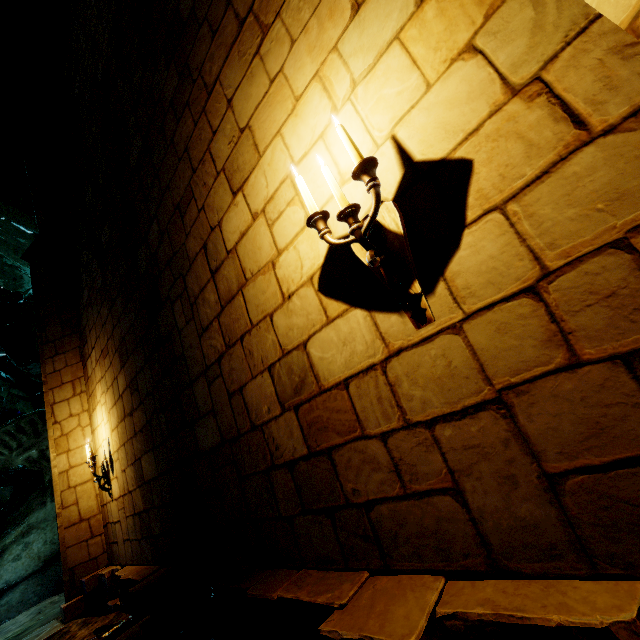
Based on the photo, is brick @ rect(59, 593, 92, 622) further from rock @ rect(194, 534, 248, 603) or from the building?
rock @ rect(194, 534, 248, 603)

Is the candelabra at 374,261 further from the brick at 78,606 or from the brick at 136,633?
the brick at 78,606

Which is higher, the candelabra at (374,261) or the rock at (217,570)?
the candelabra at (374,261)

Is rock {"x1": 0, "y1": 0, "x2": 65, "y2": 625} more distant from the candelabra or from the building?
the candelabra

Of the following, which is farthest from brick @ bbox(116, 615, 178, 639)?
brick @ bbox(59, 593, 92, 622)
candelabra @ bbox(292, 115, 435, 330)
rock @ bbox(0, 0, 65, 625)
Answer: candelabra @ bbox(292, 115, 435, 330)

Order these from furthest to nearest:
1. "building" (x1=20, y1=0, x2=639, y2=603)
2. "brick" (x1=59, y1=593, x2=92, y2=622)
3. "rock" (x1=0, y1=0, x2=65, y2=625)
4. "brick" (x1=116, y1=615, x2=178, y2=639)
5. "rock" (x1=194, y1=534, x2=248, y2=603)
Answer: "rock" (x1=0, y1=0, x2=65, y2=625) → "brick" (x1=59, y1=593, x2=92, y2=622) → "brick" (x1=116, y1=615, x2=178, y2=639) → "rock" (x1=194, y1=534, x2=248, y2=603) → "building" (x1=20, y1=0, x2=639, y2=603)

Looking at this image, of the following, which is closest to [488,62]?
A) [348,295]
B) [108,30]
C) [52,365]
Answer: [348,295]

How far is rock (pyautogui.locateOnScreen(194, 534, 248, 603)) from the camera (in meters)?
2.64
